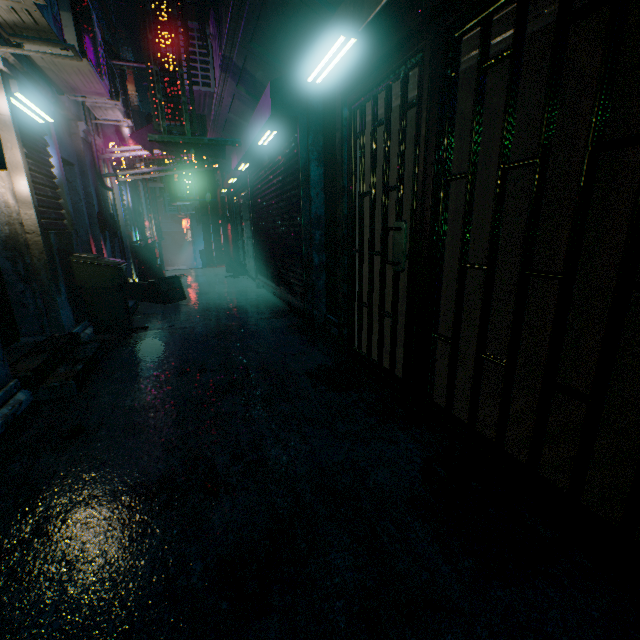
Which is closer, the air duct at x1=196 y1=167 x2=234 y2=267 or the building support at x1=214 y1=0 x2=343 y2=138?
the building support at x1=214 y1=0 x2=343 y2=138

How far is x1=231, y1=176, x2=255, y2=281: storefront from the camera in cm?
827

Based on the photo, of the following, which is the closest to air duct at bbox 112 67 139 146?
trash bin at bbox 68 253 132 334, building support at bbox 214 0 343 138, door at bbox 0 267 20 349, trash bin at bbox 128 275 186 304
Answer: building support at bbox 214 0 343 138

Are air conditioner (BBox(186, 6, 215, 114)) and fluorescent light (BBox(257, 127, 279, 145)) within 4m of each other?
yes

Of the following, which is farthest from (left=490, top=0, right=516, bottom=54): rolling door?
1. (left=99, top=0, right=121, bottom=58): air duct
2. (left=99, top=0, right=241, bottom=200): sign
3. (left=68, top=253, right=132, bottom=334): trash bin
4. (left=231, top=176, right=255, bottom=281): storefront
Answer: (left=99, top=0, right=121, bottom=58): air duct

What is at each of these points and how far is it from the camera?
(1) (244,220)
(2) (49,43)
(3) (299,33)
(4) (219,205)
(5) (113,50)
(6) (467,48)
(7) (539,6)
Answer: (1) storefront, 9.0 meters
(2) air conditioner, 2.8 meters
(3) building support, 3.2 meters
(4) air duct, 12.3 meters
(5) air duct, 5.7 meters
(6) rolling door, 1.7 meters
(7) rolling door, 1.3 meters

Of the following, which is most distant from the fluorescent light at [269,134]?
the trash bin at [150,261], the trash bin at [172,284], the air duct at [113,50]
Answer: the air duct at [113,50]

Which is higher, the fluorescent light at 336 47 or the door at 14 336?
the fluorescent light at 336 47
